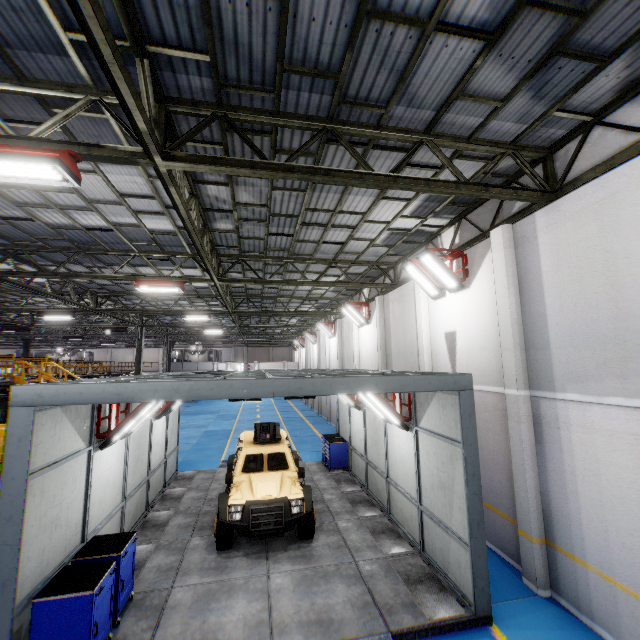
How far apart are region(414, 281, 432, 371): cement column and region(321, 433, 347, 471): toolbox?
4.64m

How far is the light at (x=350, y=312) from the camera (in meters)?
17.14

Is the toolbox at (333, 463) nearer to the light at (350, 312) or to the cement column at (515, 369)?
the light at (350, 312)

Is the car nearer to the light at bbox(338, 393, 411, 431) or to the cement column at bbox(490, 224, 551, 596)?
the light at bbox(338, 393, 411, 431)

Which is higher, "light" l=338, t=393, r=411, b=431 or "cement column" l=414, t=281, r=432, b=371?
"cement column" l=414, t=281, r=432, b=371

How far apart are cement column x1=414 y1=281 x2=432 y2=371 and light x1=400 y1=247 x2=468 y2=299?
1.4m

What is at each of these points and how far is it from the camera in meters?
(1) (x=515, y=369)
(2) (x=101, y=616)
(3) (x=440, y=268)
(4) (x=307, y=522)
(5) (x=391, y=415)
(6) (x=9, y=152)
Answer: (1) cement column, 7.2 m
(2) toolbox, 5.2 m
(3) light, 9.3 m
(4) tire assembly, 8.2 m
(5) light, 8.3 m
(6) light, 4.4 m

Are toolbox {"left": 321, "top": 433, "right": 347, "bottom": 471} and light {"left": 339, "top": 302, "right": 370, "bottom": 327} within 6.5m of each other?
yes
